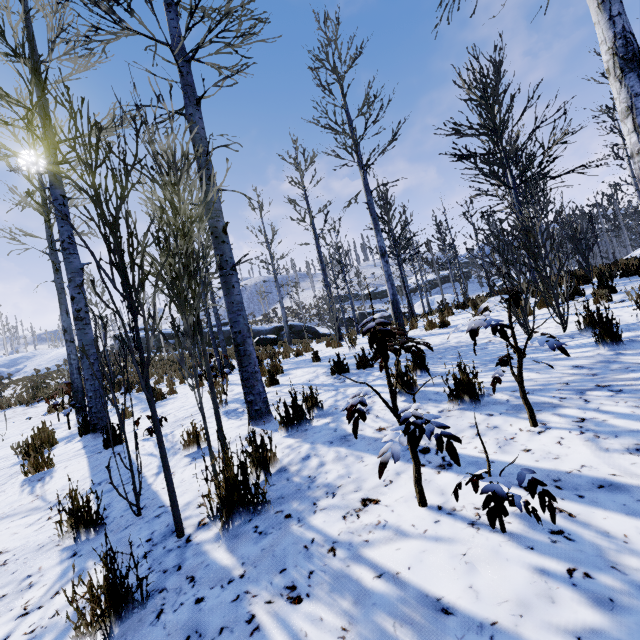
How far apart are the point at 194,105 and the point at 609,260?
49.5 meters

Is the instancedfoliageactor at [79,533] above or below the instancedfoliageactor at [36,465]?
below

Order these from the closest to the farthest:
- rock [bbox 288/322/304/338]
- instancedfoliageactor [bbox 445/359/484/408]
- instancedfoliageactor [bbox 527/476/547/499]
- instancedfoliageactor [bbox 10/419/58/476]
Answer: instancedfoliageactor [bbox 527/476/547/499]
instancedfoliageactor [bbox 445/359/484/408]
instancedfoliageactor [bbox 10/419/58/476]
rock [bbox 288/322/304/338]

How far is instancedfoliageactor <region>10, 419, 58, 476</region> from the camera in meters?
4.1

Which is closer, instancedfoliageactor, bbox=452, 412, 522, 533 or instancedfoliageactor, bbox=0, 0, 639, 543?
instancedfoliageactor, bbox=452, 412, 522, 533

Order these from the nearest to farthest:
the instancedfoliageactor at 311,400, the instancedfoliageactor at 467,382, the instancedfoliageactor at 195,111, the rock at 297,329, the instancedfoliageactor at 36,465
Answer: the instancedfoliageactor at 195,111
the instancedfoliageactor at 467,382
the instancedfoliageactor at 311,400
the instancedfoliageactor at 36,465
the rock at 297,329
